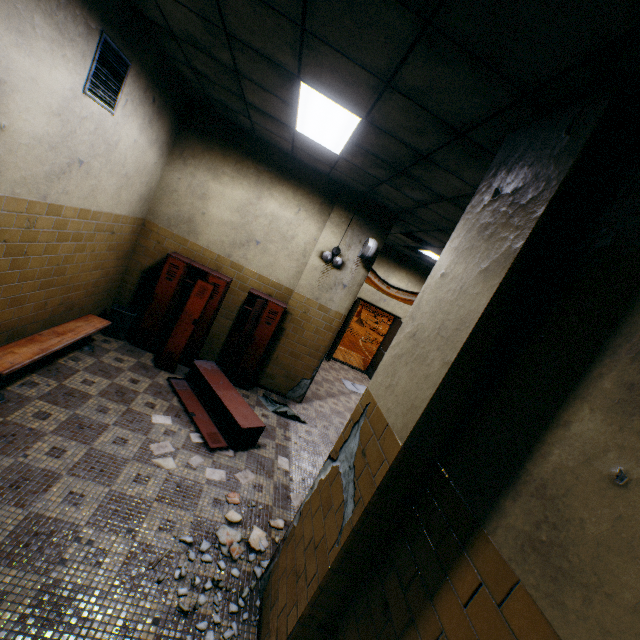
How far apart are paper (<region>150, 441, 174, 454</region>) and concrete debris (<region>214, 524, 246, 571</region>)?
0.9m

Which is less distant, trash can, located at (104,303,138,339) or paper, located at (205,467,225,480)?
paper, located at (205,467,225,480)

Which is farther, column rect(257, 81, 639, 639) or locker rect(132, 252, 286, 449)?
locker rect(132, 252, 286, 449)

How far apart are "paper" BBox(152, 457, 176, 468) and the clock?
3.9m

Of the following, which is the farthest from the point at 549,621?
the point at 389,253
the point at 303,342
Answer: the point at 389,253

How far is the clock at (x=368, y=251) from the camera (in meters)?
5.32

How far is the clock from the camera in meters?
5.3

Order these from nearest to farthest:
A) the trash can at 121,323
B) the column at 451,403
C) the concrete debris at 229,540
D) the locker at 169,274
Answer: the column at 451,403
the concrete debris at 229,540
the locker at 169,274
the trash can at 121,323
